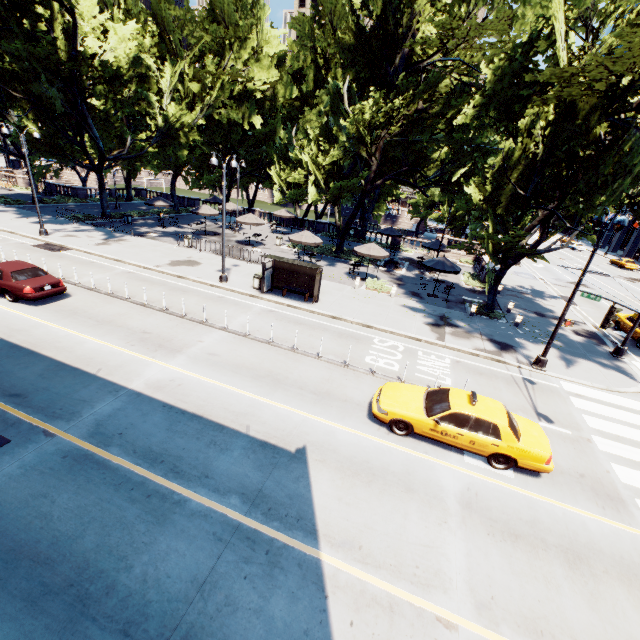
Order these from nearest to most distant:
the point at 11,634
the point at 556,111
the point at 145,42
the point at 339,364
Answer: the point at 11,634 < the point at 339,364 < the point at 556,111 < the point at 145,42

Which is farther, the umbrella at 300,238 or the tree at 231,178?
the tree at 231,178

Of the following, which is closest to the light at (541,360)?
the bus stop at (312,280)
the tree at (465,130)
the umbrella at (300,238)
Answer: the tree at (465,130)

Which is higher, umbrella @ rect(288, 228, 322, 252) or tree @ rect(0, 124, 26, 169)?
tree @ rect(0, 124, 26, 169)

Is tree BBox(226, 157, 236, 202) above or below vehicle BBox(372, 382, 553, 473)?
above

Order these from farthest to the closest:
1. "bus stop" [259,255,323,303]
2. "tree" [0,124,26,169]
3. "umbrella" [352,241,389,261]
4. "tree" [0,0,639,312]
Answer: "tree" [0,124,26,169] < "umbrella" [352,241,389,261] < "bus stop" [259,255,323,303] < "tree" [0,0,639,312]

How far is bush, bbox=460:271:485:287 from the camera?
28.1 meters

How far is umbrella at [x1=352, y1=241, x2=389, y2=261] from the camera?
23.8 meters
